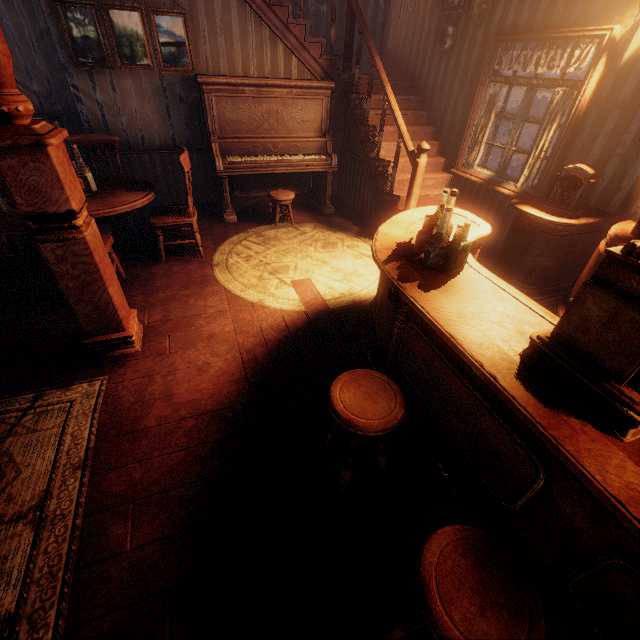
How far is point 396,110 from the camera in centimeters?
430cm

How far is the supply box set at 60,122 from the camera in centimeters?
466cm

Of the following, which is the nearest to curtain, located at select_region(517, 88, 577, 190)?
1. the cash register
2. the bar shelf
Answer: the bar shelf

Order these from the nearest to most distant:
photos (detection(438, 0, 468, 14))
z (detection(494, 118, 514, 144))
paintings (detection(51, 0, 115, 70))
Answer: paintings (detection(51, 0, 115, 70)), photos (detection(438, 0, 468, 14)), z (detection(494, 118, 514, 144))

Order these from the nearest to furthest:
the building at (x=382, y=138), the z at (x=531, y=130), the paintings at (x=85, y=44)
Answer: the building at (x=382, y=138) < the paintings at (x=85, y=44) < the z at (x=531, y=130)

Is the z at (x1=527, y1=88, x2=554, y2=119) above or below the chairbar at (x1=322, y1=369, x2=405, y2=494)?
above

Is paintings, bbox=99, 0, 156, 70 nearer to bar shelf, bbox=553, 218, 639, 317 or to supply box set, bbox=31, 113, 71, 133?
supply box set, bbox=31, 113, 71, 133

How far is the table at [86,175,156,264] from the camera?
3.27m
